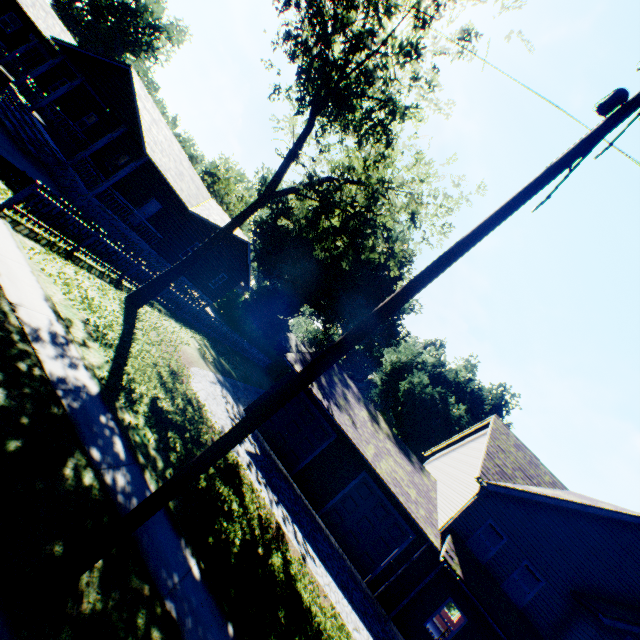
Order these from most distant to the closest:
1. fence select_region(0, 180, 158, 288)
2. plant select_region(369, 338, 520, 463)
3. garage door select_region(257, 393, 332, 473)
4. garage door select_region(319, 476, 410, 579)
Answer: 1. plant select_region(369, 338, 520, 463)
2. garage door select_region(257, 393, 332, 473)
3. garage door select_region(319, 476, 410, 579)
4. fence select_region(0, 180, 158, 288)

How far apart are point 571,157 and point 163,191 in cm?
2273

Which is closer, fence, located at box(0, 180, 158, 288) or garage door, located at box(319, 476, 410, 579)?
fence, located at box(0, 180, 158, 288)

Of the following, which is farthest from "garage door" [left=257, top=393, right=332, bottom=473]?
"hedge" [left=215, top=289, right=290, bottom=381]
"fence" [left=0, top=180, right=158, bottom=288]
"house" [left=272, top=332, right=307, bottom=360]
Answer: "house" [left=272, top=332, right=307, bottom=360]

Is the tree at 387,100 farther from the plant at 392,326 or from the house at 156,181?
the plant at 392,326

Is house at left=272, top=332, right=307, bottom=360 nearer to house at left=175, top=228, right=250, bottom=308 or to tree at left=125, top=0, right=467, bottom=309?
house at left=175, top=228, right=250, bottom=308

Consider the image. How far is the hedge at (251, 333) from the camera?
38.5 meters

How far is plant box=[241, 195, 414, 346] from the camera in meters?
38.5 m
